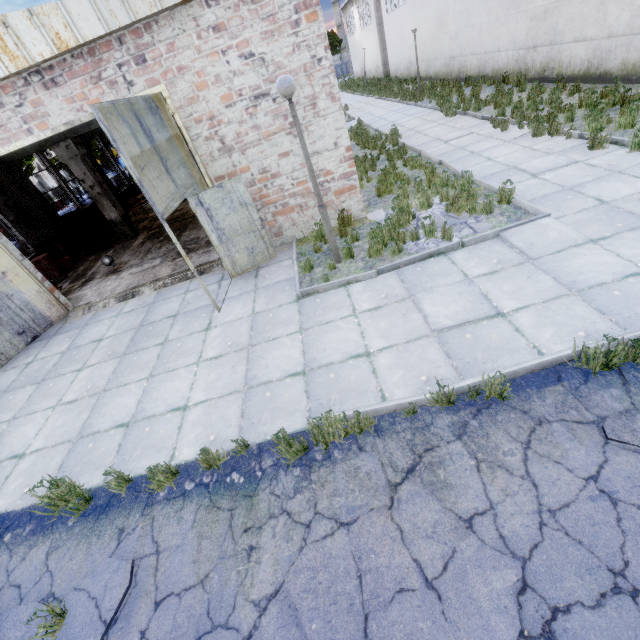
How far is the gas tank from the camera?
12.5m

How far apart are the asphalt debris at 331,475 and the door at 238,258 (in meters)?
4.19

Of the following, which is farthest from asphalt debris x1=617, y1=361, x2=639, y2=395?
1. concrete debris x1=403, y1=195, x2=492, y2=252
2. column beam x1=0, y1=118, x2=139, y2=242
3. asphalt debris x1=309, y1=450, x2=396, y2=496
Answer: column beam x1=0, y1=118, x2=139, y2=242

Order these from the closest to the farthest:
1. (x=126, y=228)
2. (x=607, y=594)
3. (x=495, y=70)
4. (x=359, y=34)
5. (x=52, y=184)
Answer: (x=607, y=594) < (x=126, y=228) < (x=495, y=70) < (x=359, y=34) < (x=52, y=184)

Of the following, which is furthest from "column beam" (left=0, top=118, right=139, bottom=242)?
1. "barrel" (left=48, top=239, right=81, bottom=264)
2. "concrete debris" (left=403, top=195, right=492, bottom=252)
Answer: "concrete debris" (left=403, top=195, right=492, bottom=252)

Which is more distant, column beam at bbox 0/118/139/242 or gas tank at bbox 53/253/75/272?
gas tank at bbox 53/253/75/272

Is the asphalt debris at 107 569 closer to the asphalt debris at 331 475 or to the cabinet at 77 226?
the asphalt debris at 331 475

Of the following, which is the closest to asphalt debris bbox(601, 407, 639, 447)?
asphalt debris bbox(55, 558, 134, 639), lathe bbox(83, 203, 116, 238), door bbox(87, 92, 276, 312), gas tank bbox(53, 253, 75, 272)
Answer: asphalt debris bbox(55, 558, 134, 639)
